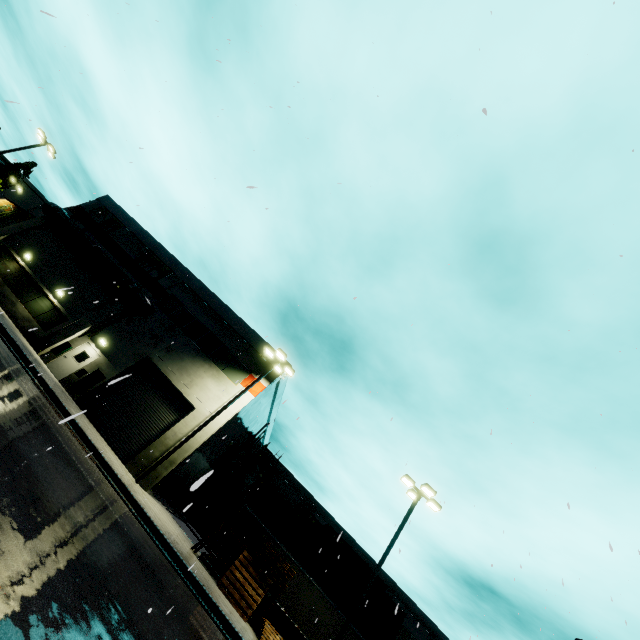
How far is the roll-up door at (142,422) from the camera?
18.22m

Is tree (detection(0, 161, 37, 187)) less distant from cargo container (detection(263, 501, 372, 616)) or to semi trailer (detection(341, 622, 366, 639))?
semi trailer (detection(341, 622, 366, 639))

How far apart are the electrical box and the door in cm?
5

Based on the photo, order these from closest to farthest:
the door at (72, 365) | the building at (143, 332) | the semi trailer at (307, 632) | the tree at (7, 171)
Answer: the semi trailer at (307, 632)
the door at (72, 365)
the building at (143, 332)
the tree at (7, 171)

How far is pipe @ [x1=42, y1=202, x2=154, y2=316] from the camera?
22.3m

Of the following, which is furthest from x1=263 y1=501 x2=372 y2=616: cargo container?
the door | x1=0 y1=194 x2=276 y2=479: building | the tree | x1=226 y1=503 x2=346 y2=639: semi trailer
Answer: the tree

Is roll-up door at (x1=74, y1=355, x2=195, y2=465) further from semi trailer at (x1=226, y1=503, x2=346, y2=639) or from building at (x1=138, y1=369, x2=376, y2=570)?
semi trailer at (x1=226, y1=503, x2=346, y2=639)

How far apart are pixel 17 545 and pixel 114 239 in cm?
2791
